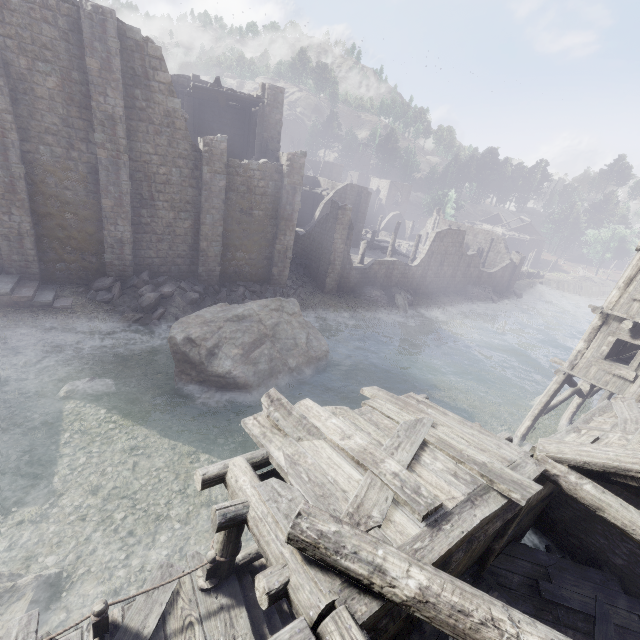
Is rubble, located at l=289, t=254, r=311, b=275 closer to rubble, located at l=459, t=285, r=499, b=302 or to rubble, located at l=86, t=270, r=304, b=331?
rubble, located at l=86, t=270, r=304, b=331

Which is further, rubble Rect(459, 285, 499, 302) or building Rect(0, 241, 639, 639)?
rubble Rect(459, 285, 499, 302)

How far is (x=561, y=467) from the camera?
5.40m

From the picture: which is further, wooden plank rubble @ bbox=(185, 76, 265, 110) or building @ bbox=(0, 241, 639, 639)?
wooden plank rubble @ bbox=(185, 76, 265, 110)

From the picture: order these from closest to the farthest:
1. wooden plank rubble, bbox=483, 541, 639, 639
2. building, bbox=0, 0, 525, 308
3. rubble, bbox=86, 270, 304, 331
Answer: wooden plank rubble, bbox=483, 541, 639, 639
building, bbox=0, 0, 525, 308
rubble, bbox=86, 270, 304, 331

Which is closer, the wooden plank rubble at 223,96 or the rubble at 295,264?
the wooden plank rubble at 223,96

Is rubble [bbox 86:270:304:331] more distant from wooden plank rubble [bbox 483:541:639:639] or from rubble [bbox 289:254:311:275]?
wooden plank rubble [bbox 483:541:639:639]

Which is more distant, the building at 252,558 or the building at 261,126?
the building at 261,126
